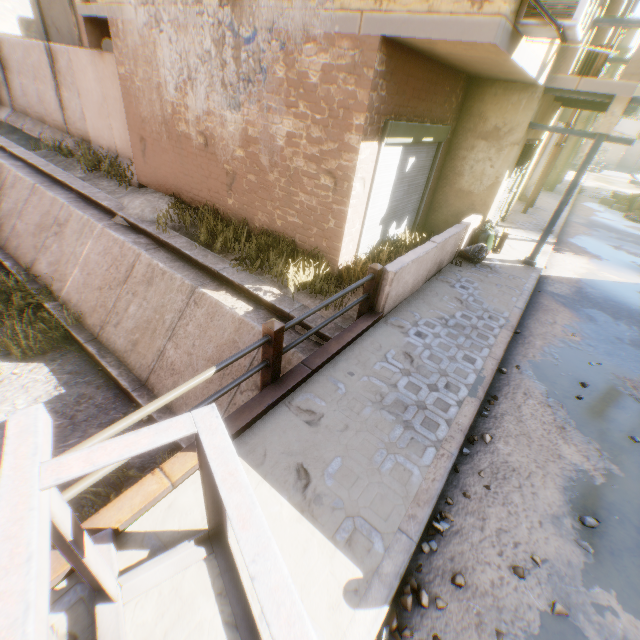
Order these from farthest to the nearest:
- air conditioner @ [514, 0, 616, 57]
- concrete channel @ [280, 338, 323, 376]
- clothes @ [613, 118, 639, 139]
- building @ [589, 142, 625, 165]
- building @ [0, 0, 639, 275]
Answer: building @ [589, 142, 625, 165] < clothes @ [613, 118, 639, 139] < concrete channel @ [280, 338, 323, 376] < building @ [0, 0, 639, 275] < air conditioner @ [514, 0, 616, 57]

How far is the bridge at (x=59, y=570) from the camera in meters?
2.3 m

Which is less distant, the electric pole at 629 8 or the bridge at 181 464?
the bridge at 181 464

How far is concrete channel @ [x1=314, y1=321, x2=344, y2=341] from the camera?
5.9m

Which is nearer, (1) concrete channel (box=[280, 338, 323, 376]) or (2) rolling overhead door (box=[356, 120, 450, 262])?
(1) concrete channel (box=[280, 338, 323, 376])

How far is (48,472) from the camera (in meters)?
1.39

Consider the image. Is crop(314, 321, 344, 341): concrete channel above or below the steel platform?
below

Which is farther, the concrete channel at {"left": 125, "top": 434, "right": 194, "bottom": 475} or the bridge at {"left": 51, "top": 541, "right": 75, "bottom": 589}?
the concrete channel at {"left": 125, "top": 434, "right": 194, "bottom": 475}
